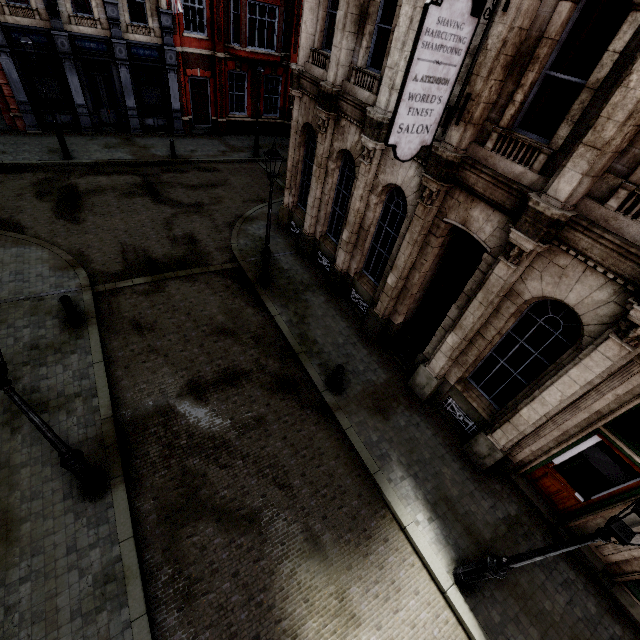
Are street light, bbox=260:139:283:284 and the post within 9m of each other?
yes

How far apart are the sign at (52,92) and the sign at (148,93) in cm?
395

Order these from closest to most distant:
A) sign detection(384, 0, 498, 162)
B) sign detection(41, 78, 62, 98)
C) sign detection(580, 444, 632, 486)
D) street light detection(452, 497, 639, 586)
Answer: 1. street light detection(452, 497, 639, 586)
2. sign detection(384, 0, 498, 162)
3. sign detection(580, 444, 632, 486)
4. sign detection(41, 78, 62, 98)

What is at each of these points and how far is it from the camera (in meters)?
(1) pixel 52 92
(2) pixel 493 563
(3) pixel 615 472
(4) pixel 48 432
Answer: (1) sign, 17.17
(2) street light, 5.59
(3) sign, 6.54
(4) street light, 4.86

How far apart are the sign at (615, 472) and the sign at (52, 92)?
26.9m

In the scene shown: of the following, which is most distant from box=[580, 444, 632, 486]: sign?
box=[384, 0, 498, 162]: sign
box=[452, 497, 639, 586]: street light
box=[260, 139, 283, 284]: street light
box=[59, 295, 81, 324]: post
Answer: box=[59, 295, 81, 324]: post

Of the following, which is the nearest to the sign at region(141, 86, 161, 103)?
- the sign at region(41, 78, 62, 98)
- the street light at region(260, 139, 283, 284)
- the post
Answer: the sign at region(41, 78, 62, 98)

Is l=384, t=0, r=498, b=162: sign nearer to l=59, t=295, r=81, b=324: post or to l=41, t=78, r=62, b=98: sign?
l=59, t=295, r=81, b=324: post
